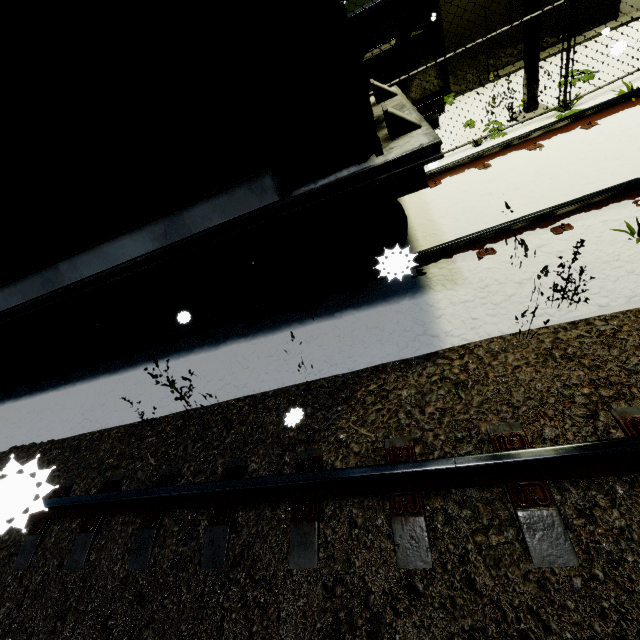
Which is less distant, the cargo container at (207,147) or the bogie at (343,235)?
the cargo container at (207,147)

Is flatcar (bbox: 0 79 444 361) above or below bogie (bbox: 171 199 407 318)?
above

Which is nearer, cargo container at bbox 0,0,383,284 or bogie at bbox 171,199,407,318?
Answer: cargo container at bbox 0,0,383,284

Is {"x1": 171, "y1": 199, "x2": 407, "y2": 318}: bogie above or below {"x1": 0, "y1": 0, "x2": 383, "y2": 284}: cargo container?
below

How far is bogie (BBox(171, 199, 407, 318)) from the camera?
3.18m

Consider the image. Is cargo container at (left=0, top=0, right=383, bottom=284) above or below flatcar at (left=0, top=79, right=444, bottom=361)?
above

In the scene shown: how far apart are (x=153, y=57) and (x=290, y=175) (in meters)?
1.27

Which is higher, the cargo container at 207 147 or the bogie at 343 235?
the cargo container at 207 147
